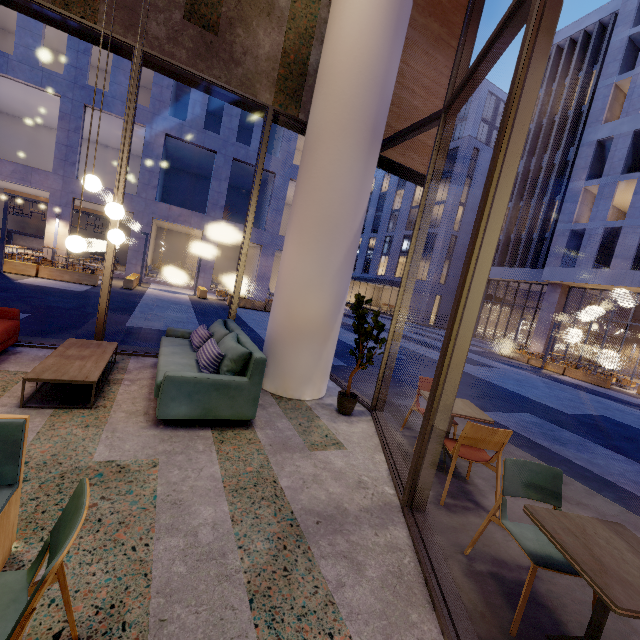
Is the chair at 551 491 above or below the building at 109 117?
below

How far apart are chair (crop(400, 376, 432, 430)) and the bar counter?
26.8m

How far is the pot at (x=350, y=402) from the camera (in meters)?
4.68

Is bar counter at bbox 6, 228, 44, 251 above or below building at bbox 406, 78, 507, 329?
below

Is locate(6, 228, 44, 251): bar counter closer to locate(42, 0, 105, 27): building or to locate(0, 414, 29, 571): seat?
locate(42, 0, 105, 27): building

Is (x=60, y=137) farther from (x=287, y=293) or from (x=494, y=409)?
(x=494, y=409)

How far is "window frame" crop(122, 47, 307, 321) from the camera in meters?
4.8

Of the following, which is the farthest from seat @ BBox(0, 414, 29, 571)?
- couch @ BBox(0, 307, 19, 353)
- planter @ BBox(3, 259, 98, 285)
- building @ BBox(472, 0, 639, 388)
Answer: building @ BBox(472, 0, 639, 388)
